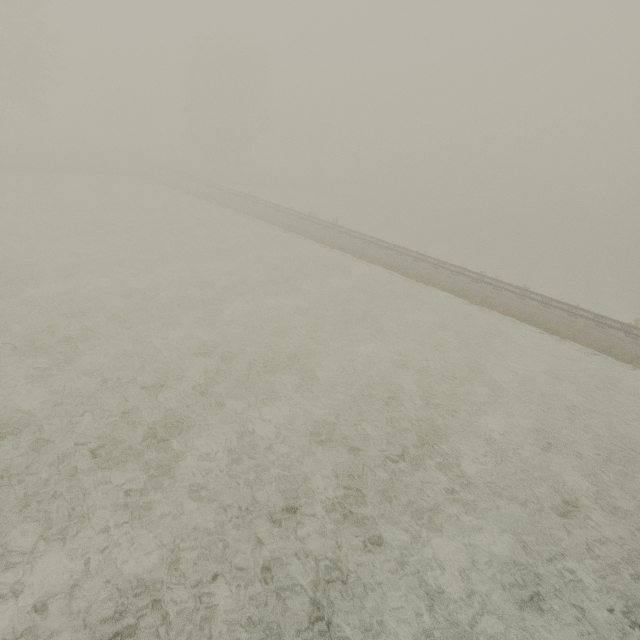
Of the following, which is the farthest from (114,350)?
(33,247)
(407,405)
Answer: (33,247)
